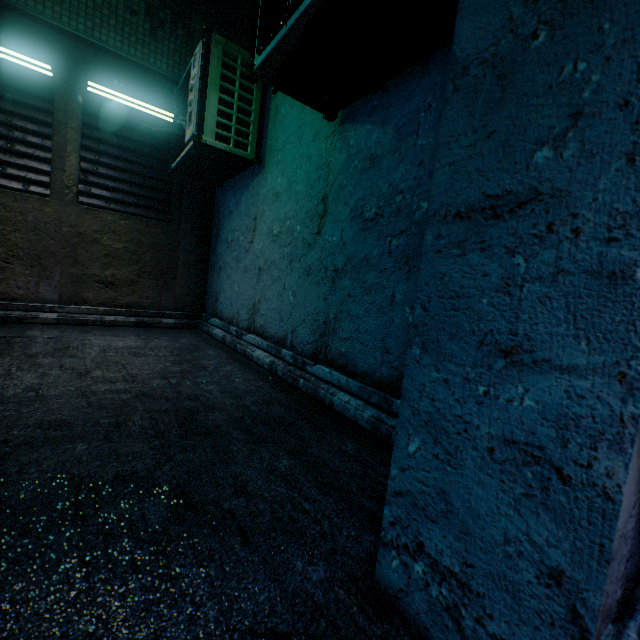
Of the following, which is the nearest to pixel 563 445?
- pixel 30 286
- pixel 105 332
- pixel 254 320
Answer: pixel 254 320
